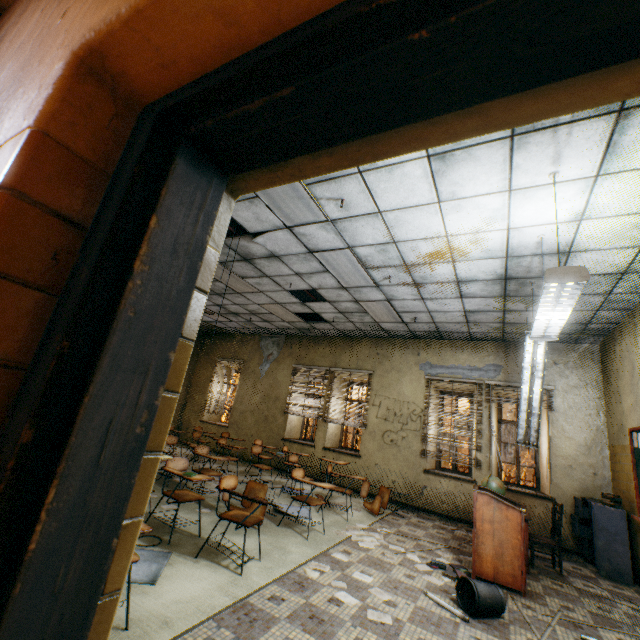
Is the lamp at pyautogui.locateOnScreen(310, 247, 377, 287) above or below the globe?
above

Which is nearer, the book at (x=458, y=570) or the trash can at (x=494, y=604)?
the trash can at (x=494, y=604)

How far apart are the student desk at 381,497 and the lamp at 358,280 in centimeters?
333cm

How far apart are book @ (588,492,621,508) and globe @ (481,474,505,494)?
1.80m

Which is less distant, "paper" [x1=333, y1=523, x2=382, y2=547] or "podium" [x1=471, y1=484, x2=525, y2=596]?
"podium" [x1=471, y1=484, x2=525, y2=596]

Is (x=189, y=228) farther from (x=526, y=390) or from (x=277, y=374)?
(x=277, y=374)

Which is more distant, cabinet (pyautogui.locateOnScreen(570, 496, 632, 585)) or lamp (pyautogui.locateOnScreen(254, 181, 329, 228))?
cabinet (pyautogui.locateOnScreen(570, 496, 632, 585))

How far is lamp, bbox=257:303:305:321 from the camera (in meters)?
7.87
